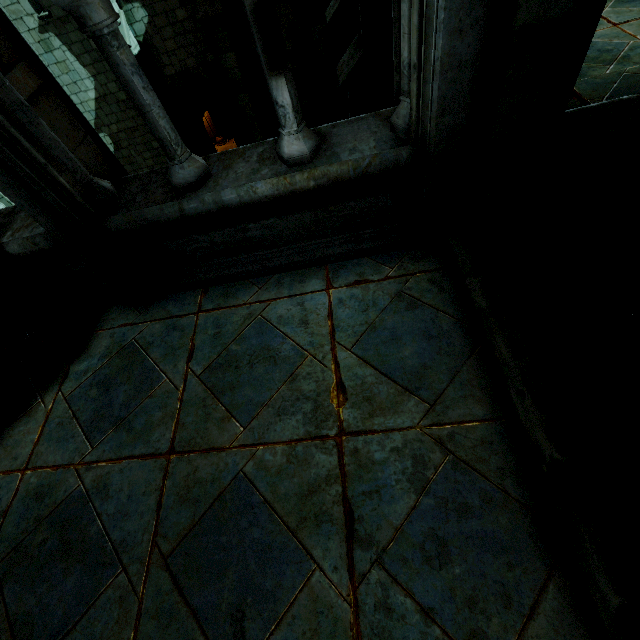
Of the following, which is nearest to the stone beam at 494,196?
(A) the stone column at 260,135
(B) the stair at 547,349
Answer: (B) the stair at 547,349

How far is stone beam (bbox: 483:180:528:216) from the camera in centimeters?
261cm

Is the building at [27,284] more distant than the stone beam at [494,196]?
No

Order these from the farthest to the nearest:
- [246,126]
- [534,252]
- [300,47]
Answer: [246,126] → [300,47] → [534,252]

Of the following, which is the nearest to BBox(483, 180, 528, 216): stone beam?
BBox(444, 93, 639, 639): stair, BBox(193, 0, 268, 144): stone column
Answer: BBox(444, 93, 639, 639): stair

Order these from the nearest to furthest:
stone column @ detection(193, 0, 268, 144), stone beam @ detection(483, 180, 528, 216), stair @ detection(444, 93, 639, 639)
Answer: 1. stair @ detection(444, 93, 639, 639)
2. stone beam @ detection(483, 180, 528, 216)
3. stone column @ detection(193, 0, 268, 144)

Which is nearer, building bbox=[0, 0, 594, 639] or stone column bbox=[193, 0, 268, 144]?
building bbox=[0, 0, 594, 639]

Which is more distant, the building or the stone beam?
the stone beam
